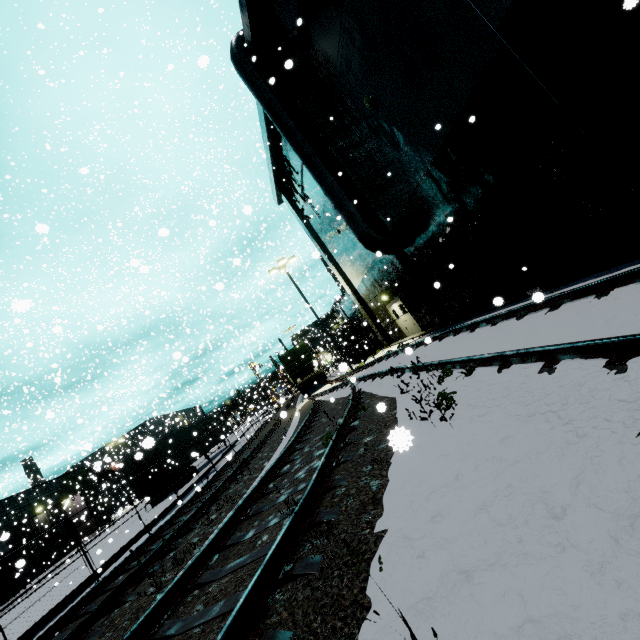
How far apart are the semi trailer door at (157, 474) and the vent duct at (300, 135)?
2.6 meters

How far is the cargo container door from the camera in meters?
26.5 m

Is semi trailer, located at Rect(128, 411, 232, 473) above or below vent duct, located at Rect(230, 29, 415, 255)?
below

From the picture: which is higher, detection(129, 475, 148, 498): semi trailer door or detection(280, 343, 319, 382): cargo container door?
detection(280, 343, 319, 382): cargo container door

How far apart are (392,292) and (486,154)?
11.00m

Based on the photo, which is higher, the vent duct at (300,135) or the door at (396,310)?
the vent duct at (300,135)

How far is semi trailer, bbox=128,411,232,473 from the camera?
21.52m

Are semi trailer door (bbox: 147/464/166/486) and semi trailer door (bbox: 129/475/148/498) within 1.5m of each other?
yes
